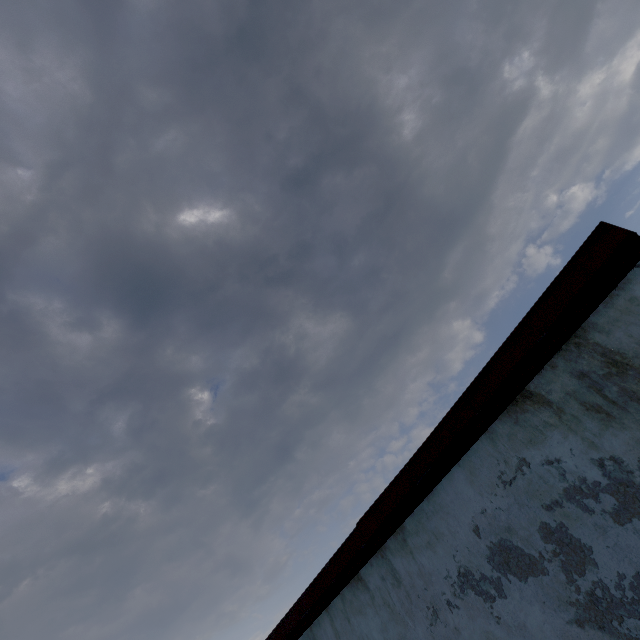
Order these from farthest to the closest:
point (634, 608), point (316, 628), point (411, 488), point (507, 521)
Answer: point (316, 628)
point (411, 488)
point (507, 521)
point (634, 608)
